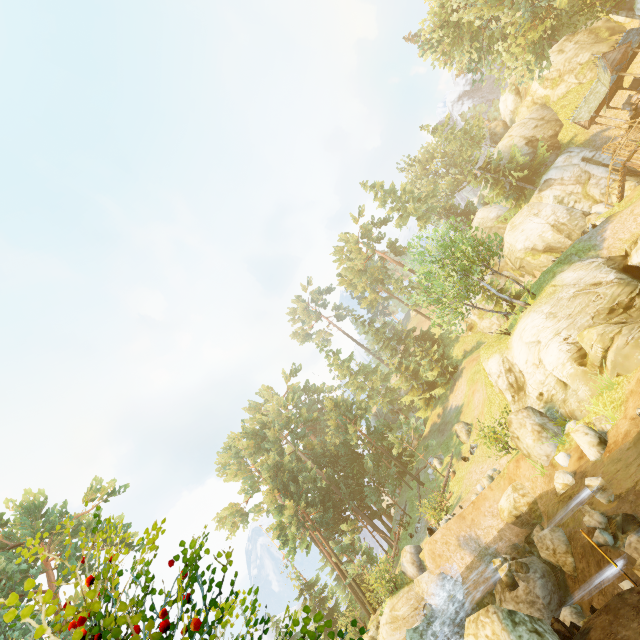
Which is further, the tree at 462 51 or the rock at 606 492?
the tree at 462 51

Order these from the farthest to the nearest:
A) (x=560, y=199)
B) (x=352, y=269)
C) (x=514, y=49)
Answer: (x=352, y=269) → (x=560, y=199) → (x=514, y=49)

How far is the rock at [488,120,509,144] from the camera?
57.5 meters

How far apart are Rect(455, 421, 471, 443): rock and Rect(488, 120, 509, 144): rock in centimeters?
5368cm

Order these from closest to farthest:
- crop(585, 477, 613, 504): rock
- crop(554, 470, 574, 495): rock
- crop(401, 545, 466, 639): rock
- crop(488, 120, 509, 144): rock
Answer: crop(585, 477, 613, 504): rock, crop(554, 470, 574, 495): rock, crop(401, 545, 466, 639): rock, crop(488, 120, 509, 144): rock

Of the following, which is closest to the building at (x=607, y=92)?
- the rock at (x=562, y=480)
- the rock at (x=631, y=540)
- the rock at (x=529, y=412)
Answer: the rock at (x=529, y=412)

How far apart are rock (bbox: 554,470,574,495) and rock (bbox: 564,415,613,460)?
1.03m

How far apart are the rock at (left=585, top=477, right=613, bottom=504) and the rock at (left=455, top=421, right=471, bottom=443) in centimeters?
1885cm
